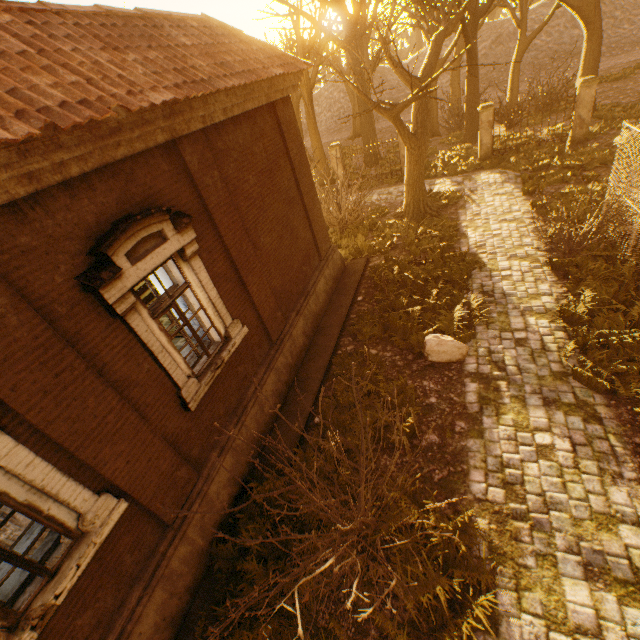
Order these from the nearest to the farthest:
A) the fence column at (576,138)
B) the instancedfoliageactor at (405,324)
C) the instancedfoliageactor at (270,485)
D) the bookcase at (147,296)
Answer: the instancedfoliageactor at (270,485) → the instancedfoliageactor at (405,324) → the bookcase at (147,296) → the fence column at (576,138)

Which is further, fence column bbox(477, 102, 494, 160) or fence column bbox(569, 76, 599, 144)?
fence column bbox(477, 102, 494, 160)

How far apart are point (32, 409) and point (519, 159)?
20.0 meters

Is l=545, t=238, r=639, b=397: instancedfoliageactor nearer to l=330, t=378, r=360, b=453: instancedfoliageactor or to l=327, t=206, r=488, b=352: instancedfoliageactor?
l=327, t=206, r=488, b=352: instancedfoliageactor

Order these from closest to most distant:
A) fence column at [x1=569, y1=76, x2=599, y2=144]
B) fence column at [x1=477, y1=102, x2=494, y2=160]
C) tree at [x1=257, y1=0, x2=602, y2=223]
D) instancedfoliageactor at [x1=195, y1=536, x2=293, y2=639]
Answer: instancedfoliageactor at [x1=195, y1=536, x2=293, y2=639] → tree at [x1=257, y1=0, x2=602, y2=223] → fence column at [x1=569, y1=76, x2=599, y2=144] → fence column at [x1=477, y1=102, x2=494, y2=160]

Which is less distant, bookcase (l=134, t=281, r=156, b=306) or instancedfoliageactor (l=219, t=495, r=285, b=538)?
instancedfoliageactor (l=219, t=495, r=285, b=538)

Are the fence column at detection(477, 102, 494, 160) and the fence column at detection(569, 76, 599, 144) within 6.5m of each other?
yes

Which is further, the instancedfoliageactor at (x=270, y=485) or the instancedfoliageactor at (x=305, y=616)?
the instancedfoliageactor at (x=270, y=485)
